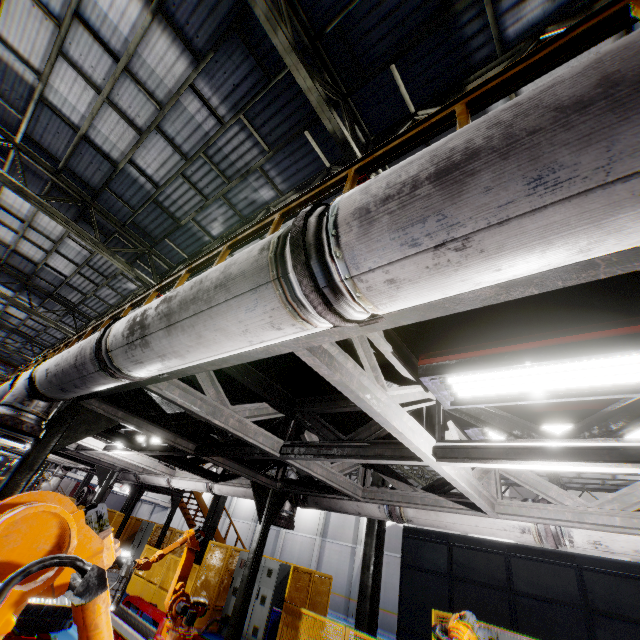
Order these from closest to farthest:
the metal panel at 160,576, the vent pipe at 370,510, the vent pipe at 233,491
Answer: the vent pipe at 370,510 < the vent pipe at 233,491 < the metal panel at 160,576

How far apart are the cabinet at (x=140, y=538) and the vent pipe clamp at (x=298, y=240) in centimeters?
1859cm

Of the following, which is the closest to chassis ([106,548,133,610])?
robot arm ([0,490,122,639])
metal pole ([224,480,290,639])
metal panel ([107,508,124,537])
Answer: robot arm ([0,490,122,639])

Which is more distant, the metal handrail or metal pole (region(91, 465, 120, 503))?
metal pole (region(91, 465, 120, 503))

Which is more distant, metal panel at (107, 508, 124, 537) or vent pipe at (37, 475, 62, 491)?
metal panel at (107, 508, 124, 537)

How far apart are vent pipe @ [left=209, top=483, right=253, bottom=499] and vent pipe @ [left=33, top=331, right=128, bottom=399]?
3.1 meters

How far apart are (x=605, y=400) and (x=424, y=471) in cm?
2239

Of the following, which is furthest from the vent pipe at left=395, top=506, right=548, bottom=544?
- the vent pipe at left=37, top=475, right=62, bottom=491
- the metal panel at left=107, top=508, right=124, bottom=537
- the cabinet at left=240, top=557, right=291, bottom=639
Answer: the vent pipe at left=37, top=475, right=62, bottom=491
